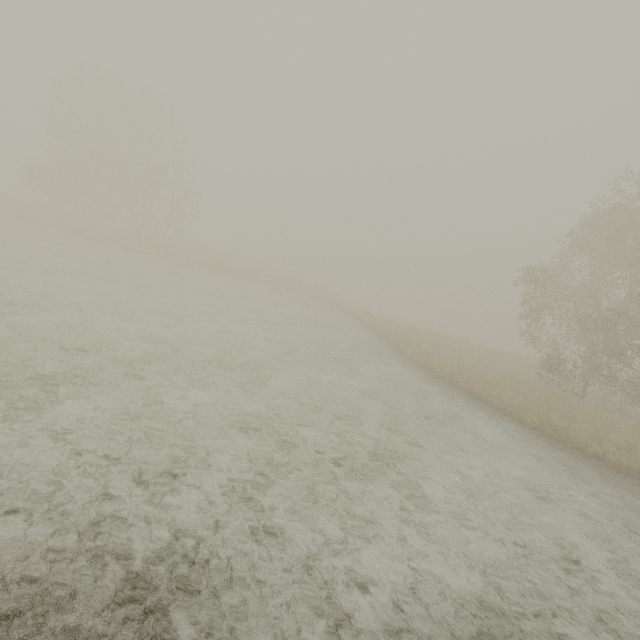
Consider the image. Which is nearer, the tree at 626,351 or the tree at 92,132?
the tree at 626,351

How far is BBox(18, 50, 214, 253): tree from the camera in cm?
3142

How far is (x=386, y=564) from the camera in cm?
465

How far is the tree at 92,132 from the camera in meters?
31.4

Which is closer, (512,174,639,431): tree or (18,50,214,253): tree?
(512,174,639,431): tree
